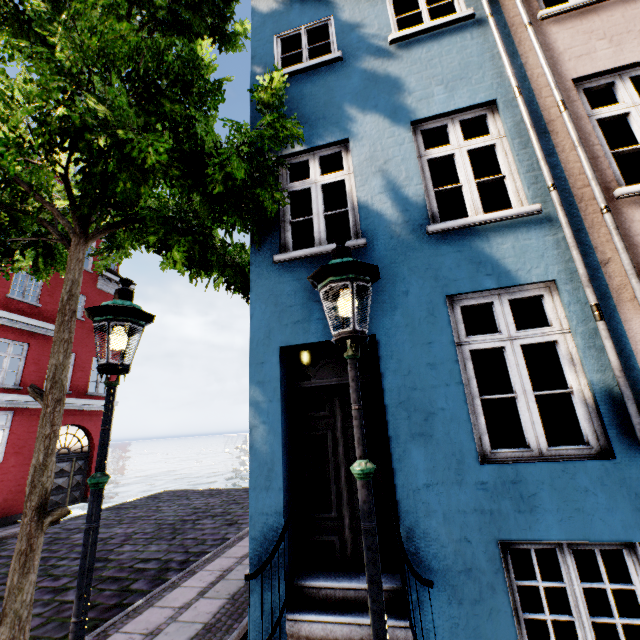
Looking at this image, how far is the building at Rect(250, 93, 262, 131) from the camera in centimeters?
527cm

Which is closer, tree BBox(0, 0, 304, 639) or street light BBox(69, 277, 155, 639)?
street light BBox(69, 277, 155, 639)

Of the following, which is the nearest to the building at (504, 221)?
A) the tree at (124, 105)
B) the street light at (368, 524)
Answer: the tree at (124, 105)

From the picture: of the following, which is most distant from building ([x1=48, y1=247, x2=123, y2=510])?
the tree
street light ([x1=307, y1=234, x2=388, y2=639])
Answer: street light ([x1=307, y1=234, x2=388, y2=639])

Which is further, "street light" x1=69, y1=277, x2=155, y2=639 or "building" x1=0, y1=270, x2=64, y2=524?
"building" x1=0, y1=270, x2=64, y2=524

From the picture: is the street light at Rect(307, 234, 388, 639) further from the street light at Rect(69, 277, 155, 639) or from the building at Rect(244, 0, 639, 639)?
the street light at Rect(69, 277, 155, 639)

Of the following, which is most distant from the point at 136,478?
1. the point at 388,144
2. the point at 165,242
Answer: the point at 388,144

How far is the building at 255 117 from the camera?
5.3 meters
